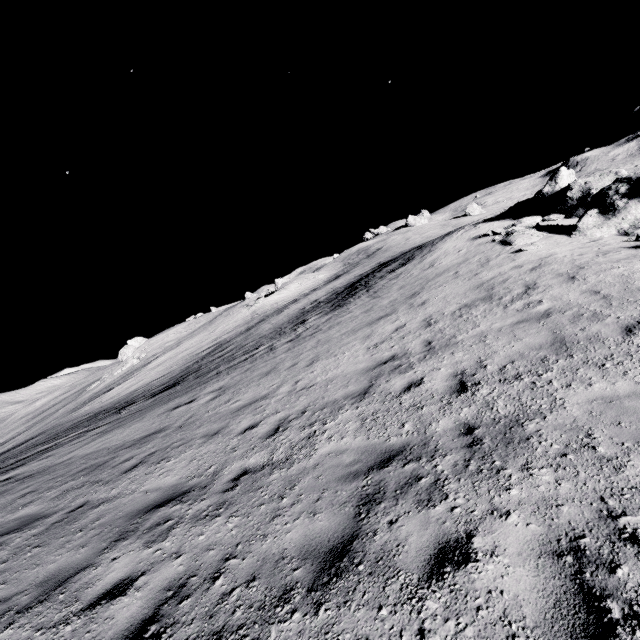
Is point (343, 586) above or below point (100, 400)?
above
